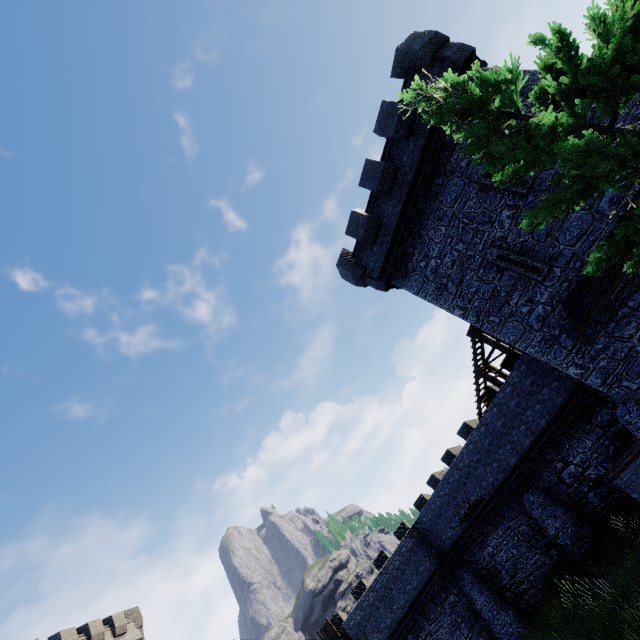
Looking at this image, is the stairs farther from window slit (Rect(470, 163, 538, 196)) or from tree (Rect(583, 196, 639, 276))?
tree (Rect(583, 196, 639, 276))

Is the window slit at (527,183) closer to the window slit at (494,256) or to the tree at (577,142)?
the window slit at (494,256)

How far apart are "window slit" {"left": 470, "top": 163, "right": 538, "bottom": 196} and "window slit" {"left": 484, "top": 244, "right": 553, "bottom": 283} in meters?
1.8

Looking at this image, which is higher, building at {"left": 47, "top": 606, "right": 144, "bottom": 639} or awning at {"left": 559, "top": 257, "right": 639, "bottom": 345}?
building at {"left": 47, "top": 606, "right": 144, "bottom": 639}

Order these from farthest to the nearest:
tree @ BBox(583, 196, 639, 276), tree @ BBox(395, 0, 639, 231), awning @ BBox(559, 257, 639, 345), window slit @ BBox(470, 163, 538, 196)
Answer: window slit @ BBox(470, 163, 538, 196)
awning @ BBox(559, 257, 639, 345)
tree @ BBox(583, 196, 639, 276)
tree @ BBox(395, 0, 639, 231)

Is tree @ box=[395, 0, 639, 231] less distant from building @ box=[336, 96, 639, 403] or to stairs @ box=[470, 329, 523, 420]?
building @ box=[336, 96, 639, 403]

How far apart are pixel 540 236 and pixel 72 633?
44.57m

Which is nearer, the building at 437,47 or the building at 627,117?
the building at 627,117
